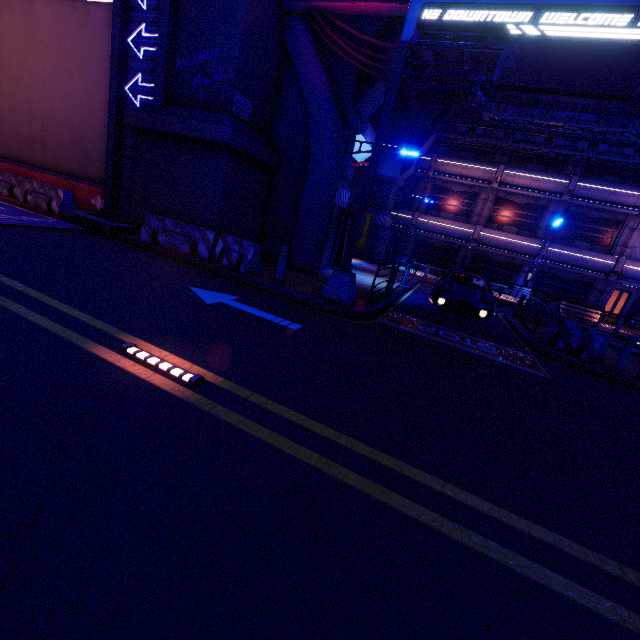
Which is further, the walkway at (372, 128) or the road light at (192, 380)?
the walkway at (372, 128)

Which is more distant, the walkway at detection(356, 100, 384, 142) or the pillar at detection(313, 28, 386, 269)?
the walkway at detection(356, 100, 384, 142)

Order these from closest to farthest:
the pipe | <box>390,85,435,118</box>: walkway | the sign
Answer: the sign < the pipe < <box>390,85,435,118</box>: walkway

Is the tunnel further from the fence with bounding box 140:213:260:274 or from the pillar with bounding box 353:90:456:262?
the pillar with bounding box 353:90:456:262

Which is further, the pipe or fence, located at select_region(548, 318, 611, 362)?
the pipe

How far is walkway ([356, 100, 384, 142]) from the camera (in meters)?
21.09

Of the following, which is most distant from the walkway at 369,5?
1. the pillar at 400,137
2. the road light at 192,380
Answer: the pillar at 400,137

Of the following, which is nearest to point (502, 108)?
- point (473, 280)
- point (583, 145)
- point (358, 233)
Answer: point (583, 145)
